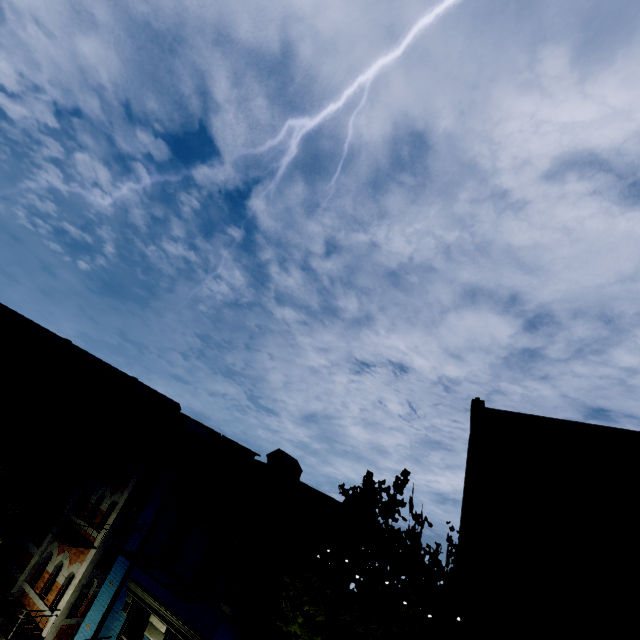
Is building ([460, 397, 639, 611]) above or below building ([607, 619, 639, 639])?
above

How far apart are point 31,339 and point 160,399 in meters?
9.0 m

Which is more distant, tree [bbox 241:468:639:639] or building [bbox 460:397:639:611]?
building [bbox 460:397:639:611]

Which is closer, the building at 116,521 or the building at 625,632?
the building at 625,632

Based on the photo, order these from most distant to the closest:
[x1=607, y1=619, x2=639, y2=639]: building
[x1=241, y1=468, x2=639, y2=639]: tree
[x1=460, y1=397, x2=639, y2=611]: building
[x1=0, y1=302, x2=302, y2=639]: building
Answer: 1. [x1=0, y1=302, x2=302, y2=639]: building
2. [x1=460, y1=397, x2=639, y2=611]: building
3. [x1=607, y1=619, x2=639, y2=639]: building
4. [x1=241, y1=468, x2=639, y2=639]: tree

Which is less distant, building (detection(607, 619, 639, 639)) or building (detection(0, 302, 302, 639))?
building (detection(607, 619, 639, 639))

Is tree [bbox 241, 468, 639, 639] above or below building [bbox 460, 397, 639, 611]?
below
